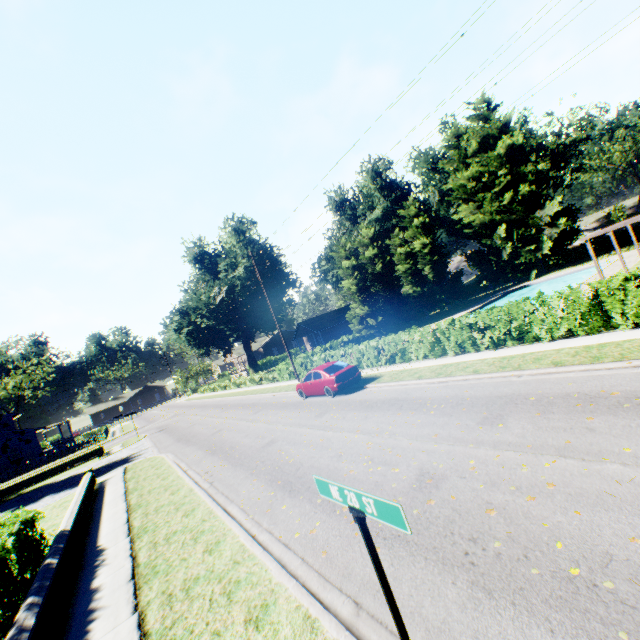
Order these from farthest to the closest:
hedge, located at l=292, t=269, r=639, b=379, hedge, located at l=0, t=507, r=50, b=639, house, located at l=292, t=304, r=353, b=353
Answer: house, located at l=292, t=304, r=353, b=353 → hedge, located at l=292, t=269, r=639, b=379 → hedge, located at l=0, t=507, r=50, b=639

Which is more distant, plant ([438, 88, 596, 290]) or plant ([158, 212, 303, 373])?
plant ([158, 212, 303, 373])

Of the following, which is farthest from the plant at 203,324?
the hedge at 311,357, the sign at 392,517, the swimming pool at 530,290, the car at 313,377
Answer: the sign at 392,517

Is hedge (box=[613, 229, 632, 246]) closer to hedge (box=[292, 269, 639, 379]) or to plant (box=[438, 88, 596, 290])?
plant (box=[438, 88, 596, 290])

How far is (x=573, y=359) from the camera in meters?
9.5

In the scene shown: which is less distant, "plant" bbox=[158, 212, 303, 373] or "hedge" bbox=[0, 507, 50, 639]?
"hedge" bbox=[0, 507, 50, 639]

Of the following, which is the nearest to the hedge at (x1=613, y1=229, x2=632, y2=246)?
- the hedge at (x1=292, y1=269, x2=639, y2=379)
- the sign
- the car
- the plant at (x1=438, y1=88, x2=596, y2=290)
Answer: the plant at (x1=438, y1=88, x2=596, y2=290)

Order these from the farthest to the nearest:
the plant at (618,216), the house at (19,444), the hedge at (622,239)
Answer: the plant at (618,216)
the house at (19,444)
the hedge at (622,239)
